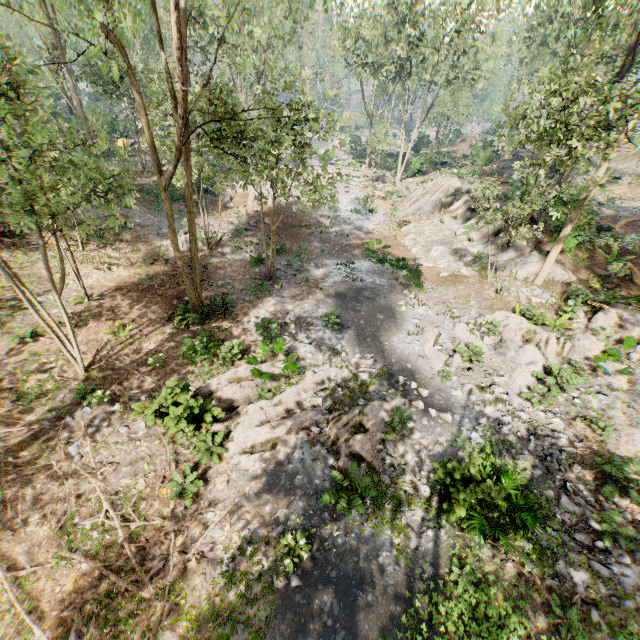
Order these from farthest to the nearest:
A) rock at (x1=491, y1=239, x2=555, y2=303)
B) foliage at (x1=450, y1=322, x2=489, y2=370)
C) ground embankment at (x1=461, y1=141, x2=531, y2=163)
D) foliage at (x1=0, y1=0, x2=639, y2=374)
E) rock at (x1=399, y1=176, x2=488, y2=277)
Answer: ground embankment at (x1=461, y1=141, x2=531, y2=163) → rock at (x1=399, y1=176, x2=488, y2=277) → rock at (x1=491, y1=239, x2=555, y2=303) → foliage at (x1=450, y1=322, x2=489, y2=370) → foliage at (x1=0, y1=0, x2=639, y2=374)

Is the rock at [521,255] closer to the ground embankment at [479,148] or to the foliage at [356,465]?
the foliage at [356,465]

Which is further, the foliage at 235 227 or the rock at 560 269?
the foliage at 235 227

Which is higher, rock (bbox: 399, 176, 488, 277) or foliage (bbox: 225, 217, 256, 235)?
rock (bbox: 399, 176, 488, 277)

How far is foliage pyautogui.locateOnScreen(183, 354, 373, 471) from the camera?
9.49m

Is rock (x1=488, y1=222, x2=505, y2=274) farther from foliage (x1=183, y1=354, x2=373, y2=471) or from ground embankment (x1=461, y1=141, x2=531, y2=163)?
ground embankment (x1=461, y1=141, x2=531, y2=163)

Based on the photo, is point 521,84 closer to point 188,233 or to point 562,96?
point 562,96
